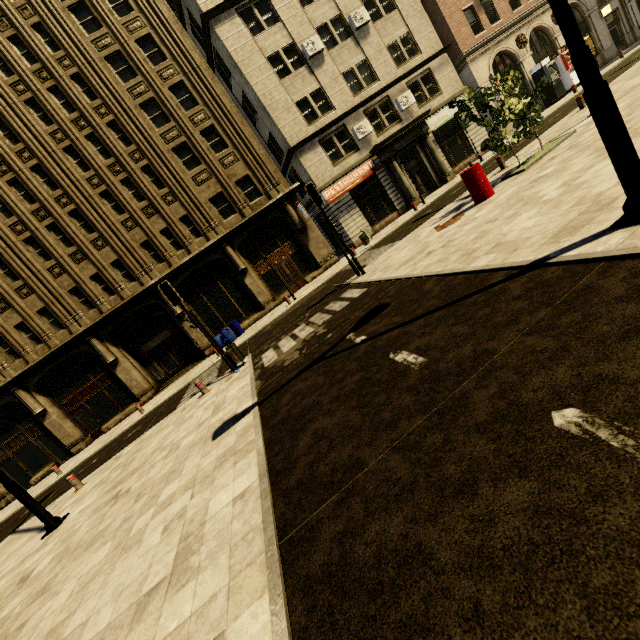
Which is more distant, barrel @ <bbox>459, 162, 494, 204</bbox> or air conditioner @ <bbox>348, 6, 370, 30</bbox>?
air conditioner @ <bbox>348, 6, 370, 30</bbox>

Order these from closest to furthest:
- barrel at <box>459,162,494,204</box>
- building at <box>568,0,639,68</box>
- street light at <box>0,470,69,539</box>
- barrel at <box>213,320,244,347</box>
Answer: street light at <box>0,470,69,539</box> < barrel at <box>459,162,494,204</box> < barrel at <box>213,320,244,347</box> < building at <box>568,0,639,68</box>

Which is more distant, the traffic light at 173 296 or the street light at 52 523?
the traffic light at 173 296

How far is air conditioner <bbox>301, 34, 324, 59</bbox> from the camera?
20.9 meters

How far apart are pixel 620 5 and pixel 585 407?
43.8m

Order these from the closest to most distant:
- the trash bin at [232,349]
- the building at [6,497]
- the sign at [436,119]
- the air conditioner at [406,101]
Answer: the trash bin at [232,349]
the building at [6,497]
the air conditioner at [406,101]
the sign at [436,119]

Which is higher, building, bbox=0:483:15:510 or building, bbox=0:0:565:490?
building, bbox=0:0:565:490

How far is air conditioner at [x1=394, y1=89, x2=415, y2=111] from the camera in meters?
22.7 m
